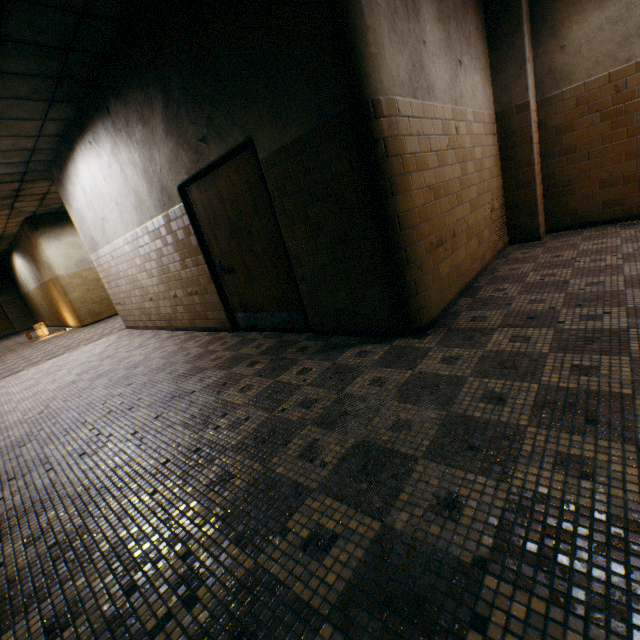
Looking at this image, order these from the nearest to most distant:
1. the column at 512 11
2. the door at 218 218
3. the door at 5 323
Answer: the door at 218 218 < the column at 512 11 < the door at 5 323

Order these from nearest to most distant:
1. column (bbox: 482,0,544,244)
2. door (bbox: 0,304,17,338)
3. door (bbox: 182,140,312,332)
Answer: door (bbox: 182,140,312,332) < column (bbox: 482,0,544,244) < door (bbox: 0,304,17,338)

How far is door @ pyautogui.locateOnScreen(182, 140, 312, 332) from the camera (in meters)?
3.60

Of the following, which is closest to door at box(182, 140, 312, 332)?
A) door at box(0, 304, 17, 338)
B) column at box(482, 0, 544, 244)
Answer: column at box(482, 0, 544, 244)

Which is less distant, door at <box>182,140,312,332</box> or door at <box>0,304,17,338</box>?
door at <box>182,140,312,332</box>

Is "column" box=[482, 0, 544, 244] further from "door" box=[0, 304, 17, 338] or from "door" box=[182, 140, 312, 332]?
"door" box=[0, 304, 17, 338]

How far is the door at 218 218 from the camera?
3.60m

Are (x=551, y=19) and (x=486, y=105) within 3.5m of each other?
yes
